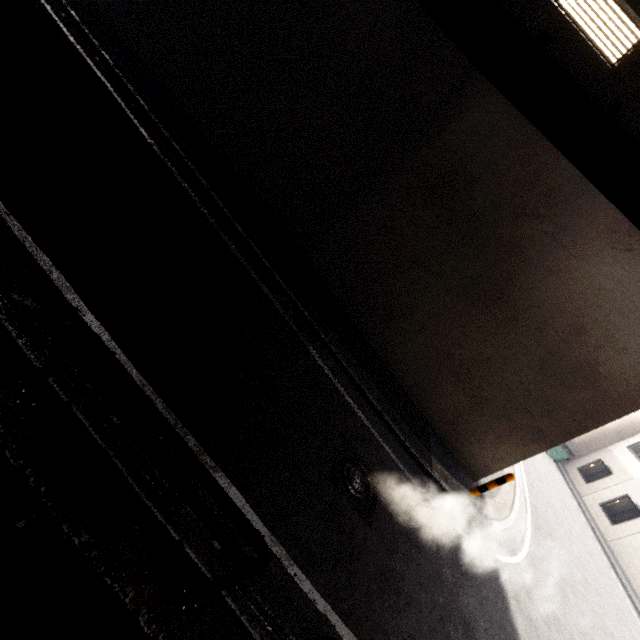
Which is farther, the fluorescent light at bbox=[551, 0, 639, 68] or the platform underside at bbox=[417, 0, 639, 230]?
the platform underside at bbox=[417, 0, 639, 230]

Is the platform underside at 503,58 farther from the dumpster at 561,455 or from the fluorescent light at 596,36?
the dumpster at 561,455

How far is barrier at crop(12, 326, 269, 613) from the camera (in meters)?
2.05

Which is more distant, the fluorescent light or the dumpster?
the dumpster

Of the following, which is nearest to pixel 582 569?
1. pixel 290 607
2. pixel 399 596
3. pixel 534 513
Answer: pixel 534 513

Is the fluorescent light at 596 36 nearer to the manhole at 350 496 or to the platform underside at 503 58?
the platform underside at 503 58

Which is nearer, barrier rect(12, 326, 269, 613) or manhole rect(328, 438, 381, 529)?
barrier rect(12, 326, 269, 613)

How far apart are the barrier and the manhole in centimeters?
236cm
